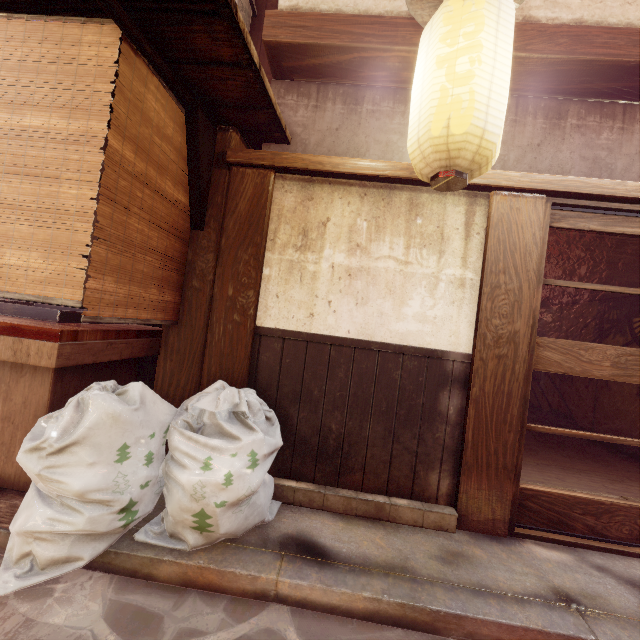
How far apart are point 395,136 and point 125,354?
5.5m

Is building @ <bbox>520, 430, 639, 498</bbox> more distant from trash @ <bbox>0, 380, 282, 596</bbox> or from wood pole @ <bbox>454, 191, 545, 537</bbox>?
trash @ <bbox>0, 380, 282, 596</bbox>

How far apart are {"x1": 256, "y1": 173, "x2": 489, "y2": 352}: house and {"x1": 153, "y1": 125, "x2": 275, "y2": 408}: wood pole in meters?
0.0 m

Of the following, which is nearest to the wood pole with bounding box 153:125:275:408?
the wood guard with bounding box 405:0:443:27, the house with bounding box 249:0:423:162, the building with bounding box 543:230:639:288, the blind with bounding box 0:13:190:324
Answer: the blind with bounding box 0:13:190:324

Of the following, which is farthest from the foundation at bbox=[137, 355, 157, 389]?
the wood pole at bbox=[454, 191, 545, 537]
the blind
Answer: the wood pole at bbox=[454, 191, 545, 537]

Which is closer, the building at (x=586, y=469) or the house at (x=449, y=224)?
the house at (x=449, y=224)

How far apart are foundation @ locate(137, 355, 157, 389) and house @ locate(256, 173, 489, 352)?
1.95m

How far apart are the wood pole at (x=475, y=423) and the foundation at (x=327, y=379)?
0.0 meters
